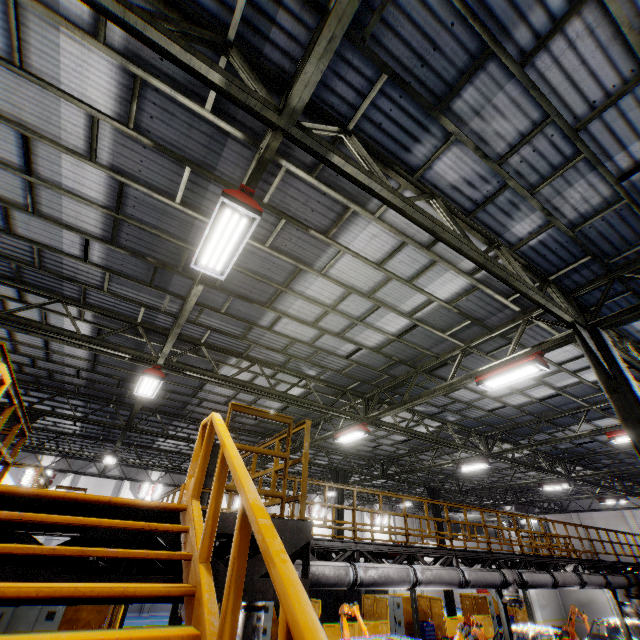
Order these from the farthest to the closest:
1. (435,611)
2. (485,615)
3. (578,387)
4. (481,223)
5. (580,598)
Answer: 1. (580,598)
2. (485,615)
3. (435,611)
4. (578,387)
5. (481,223)

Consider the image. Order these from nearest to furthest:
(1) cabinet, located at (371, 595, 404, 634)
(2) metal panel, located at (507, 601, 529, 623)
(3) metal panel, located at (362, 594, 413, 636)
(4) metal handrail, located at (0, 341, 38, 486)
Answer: (4) metal handrail, located at (0, 341, 38, 486)
(3) metal panel, located at (362, 594, 413, 636)
(1) cabinet, located at (371, 595, 404, 634)
(2) metal panel, located at (507, 601, 529, 623)

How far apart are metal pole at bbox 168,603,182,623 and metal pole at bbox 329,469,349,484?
6.2m

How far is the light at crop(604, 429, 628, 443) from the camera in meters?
11.5 m

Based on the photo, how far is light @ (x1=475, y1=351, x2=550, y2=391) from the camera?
7.6m

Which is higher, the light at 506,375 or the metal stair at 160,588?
the light at 506,375

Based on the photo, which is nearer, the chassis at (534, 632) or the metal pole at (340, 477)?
the chassis at (534, 632)

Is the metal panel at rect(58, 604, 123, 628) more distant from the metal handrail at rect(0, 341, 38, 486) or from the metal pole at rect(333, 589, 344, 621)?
the metal handrail at rect(0, 341, 38, 486)
